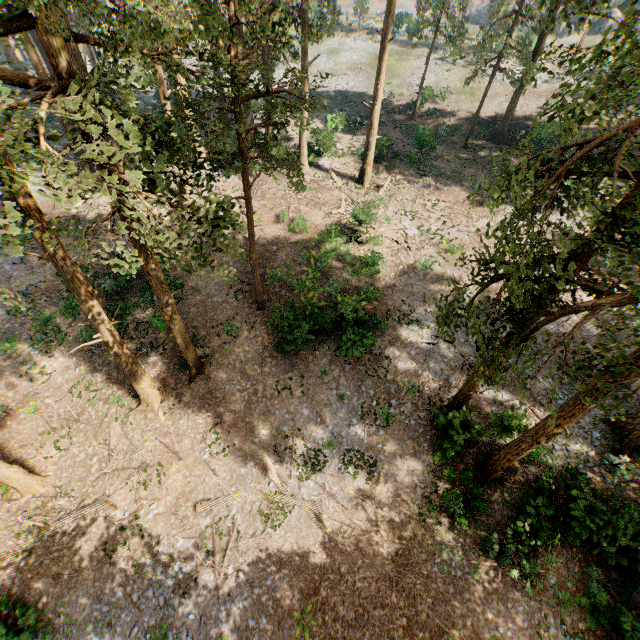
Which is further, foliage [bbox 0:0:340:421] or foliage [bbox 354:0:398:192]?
foliage [bbox 354:0:398:192]

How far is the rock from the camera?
55.9m

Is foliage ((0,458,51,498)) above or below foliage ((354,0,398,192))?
below

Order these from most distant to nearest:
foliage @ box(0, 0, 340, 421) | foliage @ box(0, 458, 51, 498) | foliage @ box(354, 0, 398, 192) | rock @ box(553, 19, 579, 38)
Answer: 1. rock @ box(553, 19, 579, 38)
2. foliage @ box(354, 0, 398, 192)
3. foliage @ box(0, 458, 51, 498)
4. foliage @ box(0, 0, 340, 421)

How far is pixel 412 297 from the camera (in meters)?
22.25

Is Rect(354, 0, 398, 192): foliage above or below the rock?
below

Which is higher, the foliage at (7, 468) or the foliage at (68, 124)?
the foliage at (68, 124)

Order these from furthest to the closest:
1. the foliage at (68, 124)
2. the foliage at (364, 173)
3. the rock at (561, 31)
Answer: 1. the rock at (561, 31)
2. the foliage at (364, 173)
3. the foliage at (68, 124)
